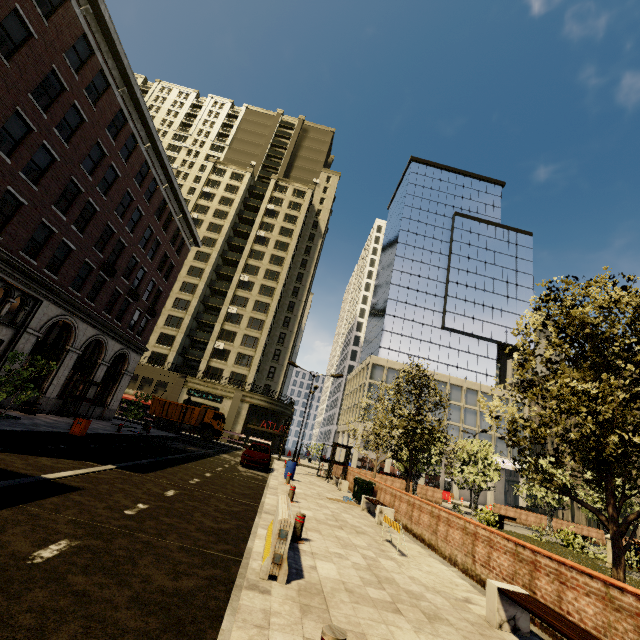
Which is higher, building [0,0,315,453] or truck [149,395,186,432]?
building [0,0,315,453]

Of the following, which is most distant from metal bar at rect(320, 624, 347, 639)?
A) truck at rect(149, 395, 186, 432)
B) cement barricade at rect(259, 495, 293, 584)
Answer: truck at rect(149, 395, 186, 432)

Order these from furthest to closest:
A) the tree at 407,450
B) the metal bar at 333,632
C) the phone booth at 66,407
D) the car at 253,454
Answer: the phone booth at 66,407
the car at 253,454
the tree at 407,450
the metal bar at 333,632

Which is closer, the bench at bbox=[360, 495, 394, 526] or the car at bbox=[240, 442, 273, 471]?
the bench at bbox=[360, 495, 394, 526]

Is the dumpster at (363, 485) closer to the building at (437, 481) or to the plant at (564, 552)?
the plant at (564, 552)

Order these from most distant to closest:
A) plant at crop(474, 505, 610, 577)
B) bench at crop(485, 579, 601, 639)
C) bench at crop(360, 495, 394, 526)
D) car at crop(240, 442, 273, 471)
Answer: car at crop(240, 442, 273, 471)
plant at crop(474, 505, 610, 577)
bench at crop(360, 495, 394, 526)
bench at crop(485, 579, 601, 639)

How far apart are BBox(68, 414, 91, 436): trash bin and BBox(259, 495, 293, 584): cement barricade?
12.54m

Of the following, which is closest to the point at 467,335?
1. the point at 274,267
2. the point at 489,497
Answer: the point at 489,497
